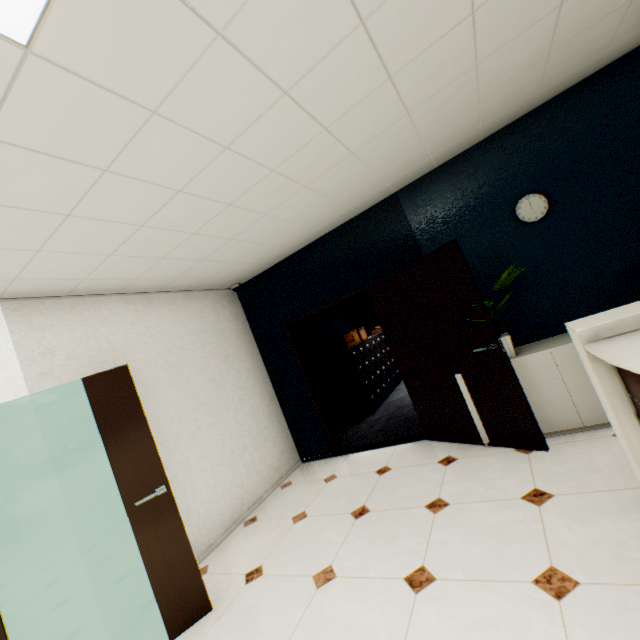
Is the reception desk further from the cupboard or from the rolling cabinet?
the cupboard

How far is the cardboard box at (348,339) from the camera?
6.7 meters

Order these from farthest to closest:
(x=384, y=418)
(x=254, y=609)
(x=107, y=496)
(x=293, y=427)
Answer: (x=384, y=418) → (x=293, y=427) → (x=107, y=496) → (x=254, y=609)

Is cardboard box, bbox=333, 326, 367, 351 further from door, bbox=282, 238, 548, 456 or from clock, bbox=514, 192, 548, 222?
clock, bbox=514, 192, 548, 222

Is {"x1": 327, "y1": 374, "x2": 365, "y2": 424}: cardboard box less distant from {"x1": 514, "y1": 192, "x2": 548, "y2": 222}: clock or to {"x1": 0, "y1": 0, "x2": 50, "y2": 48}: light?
{"x1": 514, "y1": 192, "x2": 548, "y2": 222}: clock

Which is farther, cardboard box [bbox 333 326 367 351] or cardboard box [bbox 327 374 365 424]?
cardboard box [bbox 333 326 367 351]

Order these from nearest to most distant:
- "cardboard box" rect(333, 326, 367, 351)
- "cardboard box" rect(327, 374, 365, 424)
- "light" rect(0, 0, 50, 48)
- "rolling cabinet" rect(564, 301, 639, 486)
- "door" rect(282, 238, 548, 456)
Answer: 1. "light" rect(0, 0, 50, 48)
2. "rolling cabinet" rect(564, 301, 639, 486)
3. "door" rect(282, 238, 548, 456)
4. "cardboard box" rect(327, 374, 365, 424)
5. "cardboard box" rect(333, 326, 367, 351)

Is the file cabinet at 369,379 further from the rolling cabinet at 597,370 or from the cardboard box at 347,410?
the rolling cabinet at 597,370
